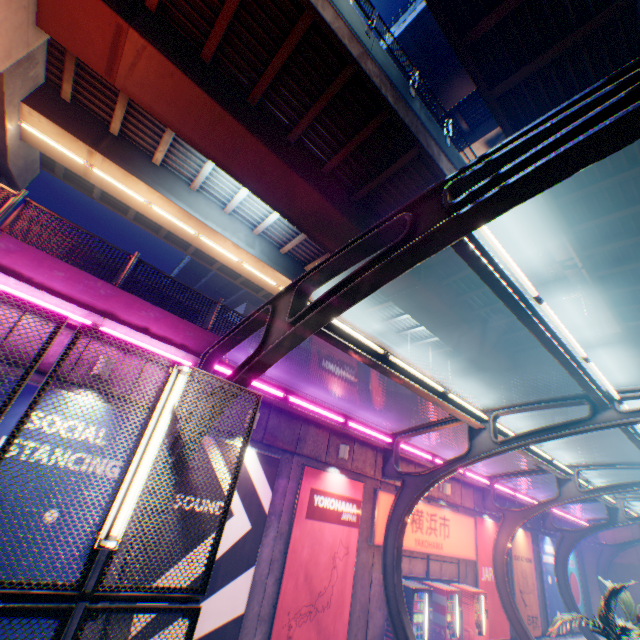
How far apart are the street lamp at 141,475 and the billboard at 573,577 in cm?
2686

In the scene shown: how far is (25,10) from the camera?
8.51m

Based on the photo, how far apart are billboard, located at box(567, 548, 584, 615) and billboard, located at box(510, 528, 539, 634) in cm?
476

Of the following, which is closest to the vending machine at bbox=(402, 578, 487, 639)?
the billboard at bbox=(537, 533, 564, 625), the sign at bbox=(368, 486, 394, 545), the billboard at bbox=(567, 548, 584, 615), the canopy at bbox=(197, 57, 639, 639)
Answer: the sign at bbox=(368, 486, 394, 545)

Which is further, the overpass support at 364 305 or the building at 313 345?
the building at 313 345

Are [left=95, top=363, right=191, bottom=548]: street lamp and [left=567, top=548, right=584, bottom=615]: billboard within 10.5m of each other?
no

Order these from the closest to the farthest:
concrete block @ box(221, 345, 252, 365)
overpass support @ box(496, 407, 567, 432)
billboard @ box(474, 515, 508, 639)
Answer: concrete block @ box(221, 345, 252, 365) < billboard @ box(474, 515, 508, 639) < overpass support @ box(496, 407, 567, 432)

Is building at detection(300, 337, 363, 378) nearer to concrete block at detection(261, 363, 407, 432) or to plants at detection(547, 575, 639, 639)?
concrete block at detection(261, 363, 407, 432)
